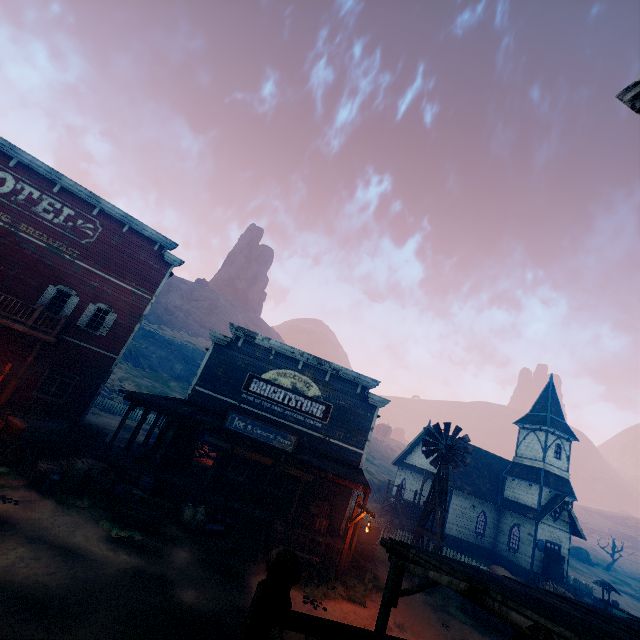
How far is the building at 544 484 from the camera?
28.8 meters

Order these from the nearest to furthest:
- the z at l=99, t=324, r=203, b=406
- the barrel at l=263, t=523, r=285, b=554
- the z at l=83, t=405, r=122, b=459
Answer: the barrel at l=263, t=523, r=285, b=554
the z at l=83, t=405, r=122, b=459
the z at l=99, t=324, r=203, b=406

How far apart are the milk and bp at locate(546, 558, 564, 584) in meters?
36.2

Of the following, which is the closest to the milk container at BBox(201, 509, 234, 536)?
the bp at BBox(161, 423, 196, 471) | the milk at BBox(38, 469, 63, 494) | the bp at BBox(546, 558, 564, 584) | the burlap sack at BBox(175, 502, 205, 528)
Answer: the burlap sack at BBox(175, 502, 205, 528)

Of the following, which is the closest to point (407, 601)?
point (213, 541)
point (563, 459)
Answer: point (213, 541)

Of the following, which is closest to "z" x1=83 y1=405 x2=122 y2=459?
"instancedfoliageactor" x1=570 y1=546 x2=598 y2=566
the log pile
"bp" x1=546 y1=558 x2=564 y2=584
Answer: "bp" x1=546 y1=558 x2=564 y2=584

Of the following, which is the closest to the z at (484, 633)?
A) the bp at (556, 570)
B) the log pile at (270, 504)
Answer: the bp at (556, 570)

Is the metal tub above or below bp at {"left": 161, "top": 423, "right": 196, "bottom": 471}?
below
